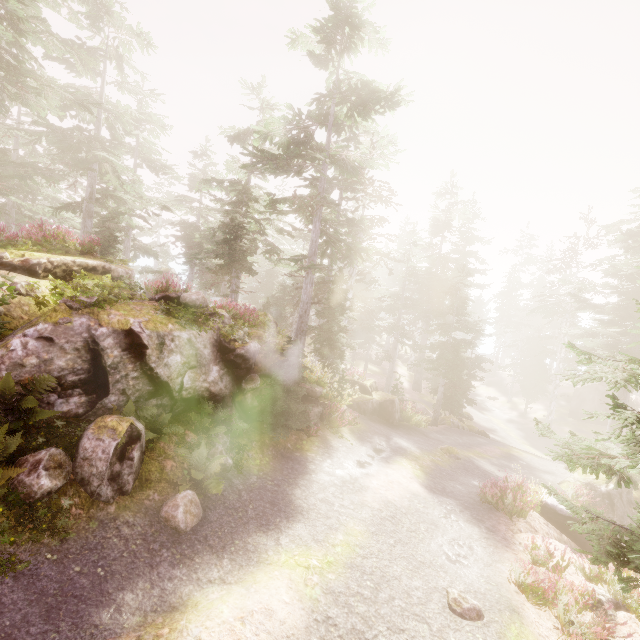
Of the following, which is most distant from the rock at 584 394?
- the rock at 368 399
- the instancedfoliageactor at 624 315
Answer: the rock at 368 399

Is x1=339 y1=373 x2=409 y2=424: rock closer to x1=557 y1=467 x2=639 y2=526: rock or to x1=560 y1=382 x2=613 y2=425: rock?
x1=557 y1=467 x2=639 y2=526: rock

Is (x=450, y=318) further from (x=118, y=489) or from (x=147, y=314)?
(x=118, y=489)

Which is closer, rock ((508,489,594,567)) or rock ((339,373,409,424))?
rock ((508,489,594,567))

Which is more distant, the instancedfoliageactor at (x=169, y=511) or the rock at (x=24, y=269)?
the rock at (x=24, y=269)

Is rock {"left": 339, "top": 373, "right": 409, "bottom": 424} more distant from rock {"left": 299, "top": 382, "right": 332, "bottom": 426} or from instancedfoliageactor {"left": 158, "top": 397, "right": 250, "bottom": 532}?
rock {"left": 299, "top": 382, "right": 332, "bottom": 426}

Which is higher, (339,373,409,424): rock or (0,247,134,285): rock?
(0,247,134,285): rock

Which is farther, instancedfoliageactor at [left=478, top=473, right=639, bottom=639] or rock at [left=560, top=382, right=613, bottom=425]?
rock at [left=560, top=382, right=613, bottom=425]
